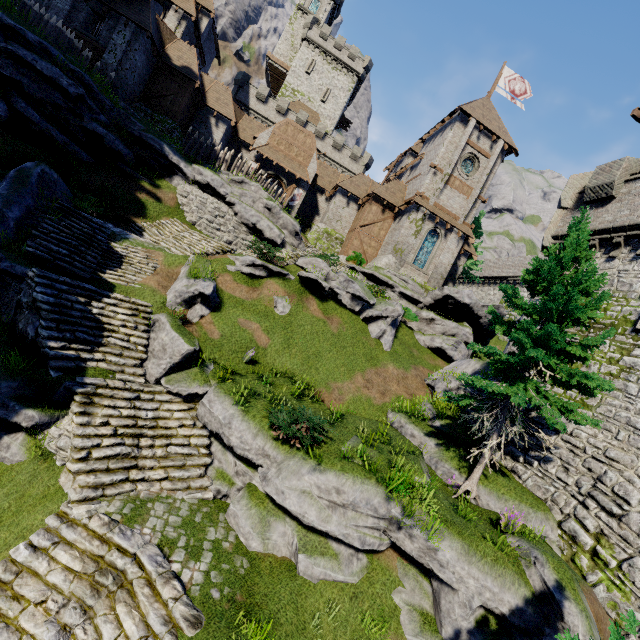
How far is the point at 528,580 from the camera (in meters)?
7.50

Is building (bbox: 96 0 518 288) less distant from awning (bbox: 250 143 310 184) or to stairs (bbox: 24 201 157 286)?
awning (bbox: 250 143 310 184)

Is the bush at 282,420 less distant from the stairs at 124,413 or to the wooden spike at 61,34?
the stairs at 124,413

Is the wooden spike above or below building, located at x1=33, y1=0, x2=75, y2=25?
below

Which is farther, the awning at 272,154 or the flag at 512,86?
the flag at 512,86

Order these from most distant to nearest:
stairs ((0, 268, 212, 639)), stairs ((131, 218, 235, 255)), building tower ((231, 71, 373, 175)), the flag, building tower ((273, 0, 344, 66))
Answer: building tower ((273, 0, 344, 66)) < building tower ((231, 71, 373, 175)) < the flag < stairs ((131, 218, 235, 255)) < stairs ((0, 268, 212, 639))

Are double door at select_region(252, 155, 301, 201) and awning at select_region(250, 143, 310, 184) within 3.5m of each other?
yes

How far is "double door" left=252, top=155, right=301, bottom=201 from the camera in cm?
3108
